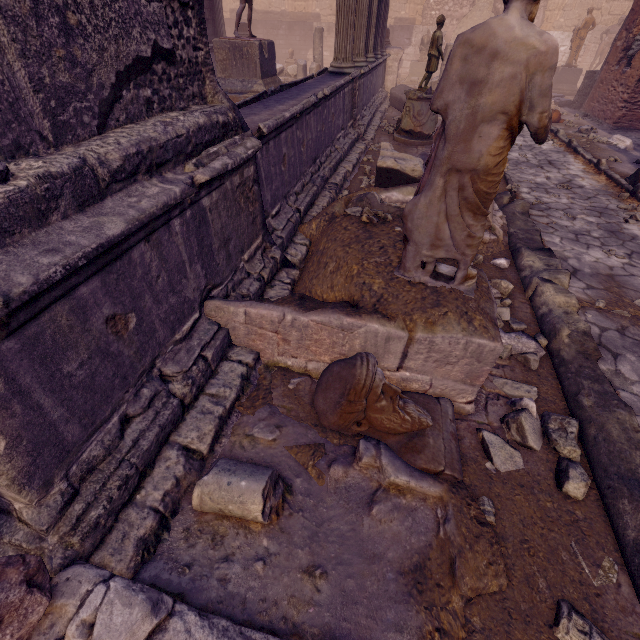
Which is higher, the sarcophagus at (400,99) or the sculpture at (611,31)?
the sculpture at (611,31)

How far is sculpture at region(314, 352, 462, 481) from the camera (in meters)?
2.02

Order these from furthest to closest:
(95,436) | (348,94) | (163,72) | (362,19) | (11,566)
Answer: (362,19)
(348,94)
(163,72)
(95,436)
(11,566)

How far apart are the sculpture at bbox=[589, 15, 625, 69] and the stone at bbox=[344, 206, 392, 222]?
26.3 meters

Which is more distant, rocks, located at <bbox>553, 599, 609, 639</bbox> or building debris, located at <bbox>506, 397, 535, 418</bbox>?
building debris, located at <bbox>506, 397, 535, 418</bbox>

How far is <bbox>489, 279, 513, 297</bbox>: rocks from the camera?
3.8 meters

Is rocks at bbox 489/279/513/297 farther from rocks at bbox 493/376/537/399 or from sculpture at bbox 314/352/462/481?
sculpture at bbox 314/352/462/481

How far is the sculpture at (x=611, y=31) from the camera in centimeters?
1811cm
